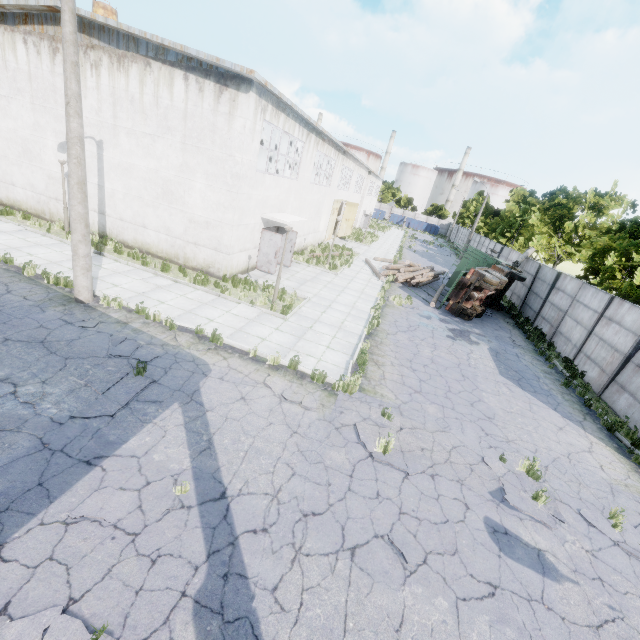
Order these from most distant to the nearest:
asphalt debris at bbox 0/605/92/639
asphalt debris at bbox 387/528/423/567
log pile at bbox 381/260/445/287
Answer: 1. log pile at bbox 381/260/445/287
2. asphalt debris at bbox 387/528/423/567
3. asphalt debris at bbox 0/605/92/639

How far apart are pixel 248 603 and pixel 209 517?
1.34m

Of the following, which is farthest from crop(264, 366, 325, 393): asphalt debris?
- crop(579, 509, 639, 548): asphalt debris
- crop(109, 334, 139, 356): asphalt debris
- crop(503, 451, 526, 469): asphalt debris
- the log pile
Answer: the log pile

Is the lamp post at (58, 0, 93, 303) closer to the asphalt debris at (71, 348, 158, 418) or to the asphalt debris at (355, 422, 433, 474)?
the asphalt debris at (71, 348, 158, 418)

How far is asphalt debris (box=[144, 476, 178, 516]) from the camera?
5.1 meters

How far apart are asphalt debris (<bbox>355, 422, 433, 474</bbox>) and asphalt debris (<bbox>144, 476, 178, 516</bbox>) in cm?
393

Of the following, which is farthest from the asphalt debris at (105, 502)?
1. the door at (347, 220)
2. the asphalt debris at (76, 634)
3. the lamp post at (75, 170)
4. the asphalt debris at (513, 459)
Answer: the door at (347, 220)

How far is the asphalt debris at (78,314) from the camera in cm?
899
